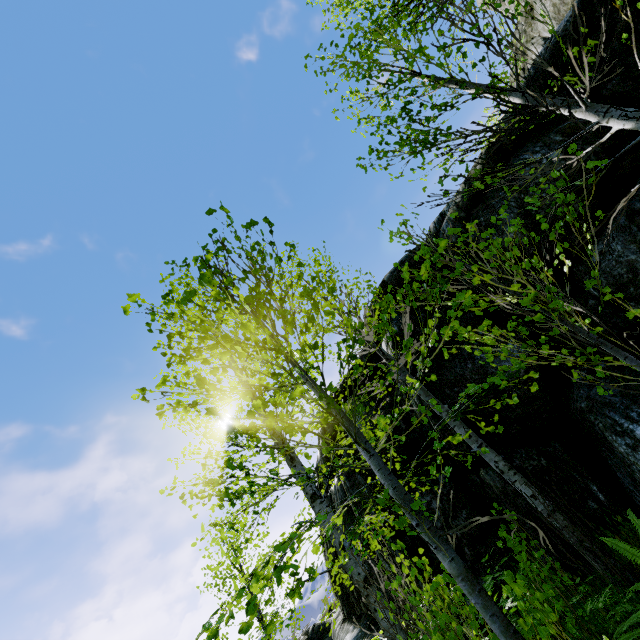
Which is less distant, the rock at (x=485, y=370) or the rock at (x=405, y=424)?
the rock at (x=485, y=370)

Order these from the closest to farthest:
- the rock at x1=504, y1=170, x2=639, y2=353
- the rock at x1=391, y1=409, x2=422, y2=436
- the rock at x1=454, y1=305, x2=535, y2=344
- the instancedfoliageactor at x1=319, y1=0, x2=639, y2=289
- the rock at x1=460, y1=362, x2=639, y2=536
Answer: the instancedfoliageactor at x1=319, y1=0, x2=639, y2=289, the rock at x1=460, y1=362, x2=639, y2=536, the rock at x1=504, y1=170, x2=639, y2=353, the rock at x1=454, y1=305, x2=535, y2=344, the rock at x1=391, y1=409, x2=422, y2=436

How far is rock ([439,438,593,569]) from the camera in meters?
4.6 m

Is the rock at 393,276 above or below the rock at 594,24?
above

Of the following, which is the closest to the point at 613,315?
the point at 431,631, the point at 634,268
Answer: the point at 634,268

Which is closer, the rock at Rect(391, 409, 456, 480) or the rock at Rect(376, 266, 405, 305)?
the rock at Rect(391, 409, 456, 480)
